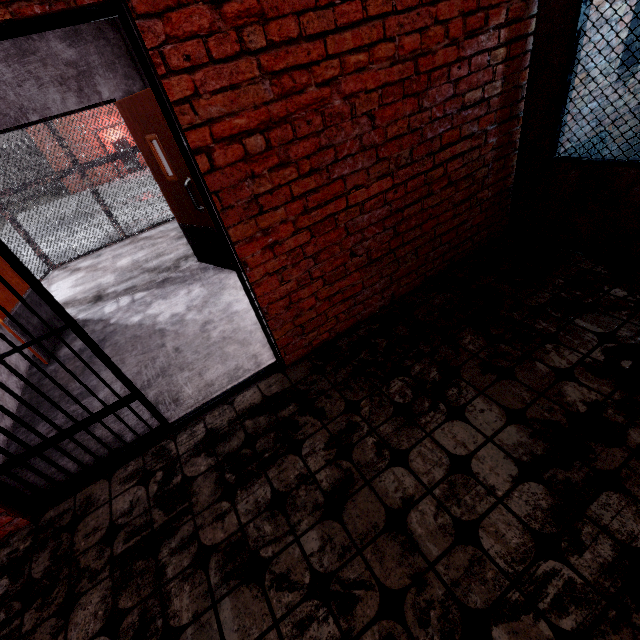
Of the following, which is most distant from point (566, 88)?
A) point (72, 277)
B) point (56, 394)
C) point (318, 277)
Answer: point (72, 277)

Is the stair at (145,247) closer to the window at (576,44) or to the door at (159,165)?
the door at (159,165)

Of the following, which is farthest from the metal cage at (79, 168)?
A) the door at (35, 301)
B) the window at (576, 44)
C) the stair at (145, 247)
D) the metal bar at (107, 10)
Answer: the window at (576, 44)

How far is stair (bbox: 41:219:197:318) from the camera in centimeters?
499cm

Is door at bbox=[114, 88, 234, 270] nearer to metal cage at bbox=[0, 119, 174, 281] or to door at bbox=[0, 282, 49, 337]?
metal cage at bbox=[0, 119, 174, 281]

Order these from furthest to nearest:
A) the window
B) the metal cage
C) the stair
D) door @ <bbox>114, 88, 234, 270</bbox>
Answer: the metal cage
the stair
door @ <bbox>114, 88, 234, 270</bbox>
the window

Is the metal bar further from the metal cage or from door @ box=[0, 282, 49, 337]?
the metal cage

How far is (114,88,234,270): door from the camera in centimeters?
354cm
